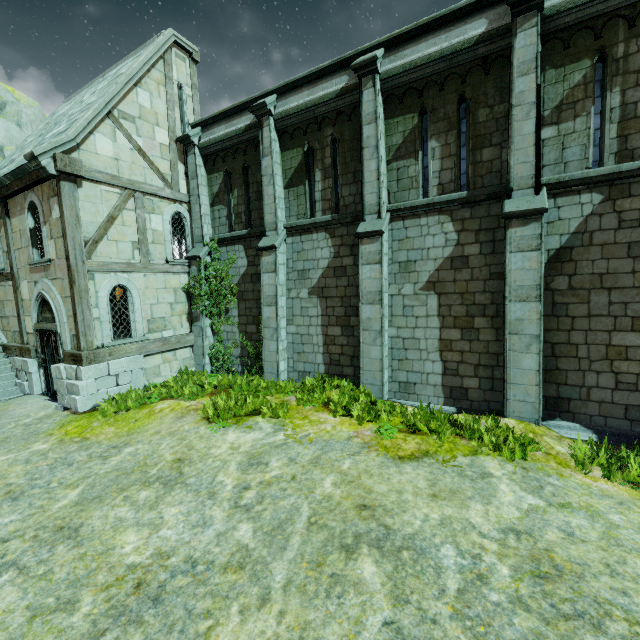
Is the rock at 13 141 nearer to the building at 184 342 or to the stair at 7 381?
the stair at 7 381

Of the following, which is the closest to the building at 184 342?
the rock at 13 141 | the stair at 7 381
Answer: the stair at 7 381

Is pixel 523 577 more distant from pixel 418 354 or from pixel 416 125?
pixel 416 125

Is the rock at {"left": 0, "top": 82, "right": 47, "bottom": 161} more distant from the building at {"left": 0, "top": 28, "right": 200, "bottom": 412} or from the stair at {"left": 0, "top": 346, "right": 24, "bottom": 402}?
the building at {"left": 0, "top": 28, "right": 200, "bottom": 412}

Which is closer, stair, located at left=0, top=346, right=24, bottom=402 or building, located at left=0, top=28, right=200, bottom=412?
building, located at left=0, top=28, right=200, bottom=412

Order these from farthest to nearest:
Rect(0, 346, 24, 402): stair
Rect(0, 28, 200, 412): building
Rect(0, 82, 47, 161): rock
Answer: Rect(0, 82, 47, 161): rock → Rect(0, 346, 24, 402): stair → Rect(0, 28, 200, 412): building

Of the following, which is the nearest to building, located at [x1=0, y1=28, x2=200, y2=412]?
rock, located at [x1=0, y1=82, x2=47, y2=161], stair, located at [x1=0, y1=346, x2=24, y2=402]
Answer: stair, located at [x1=0, y1=346, x2=24, y2=402]
